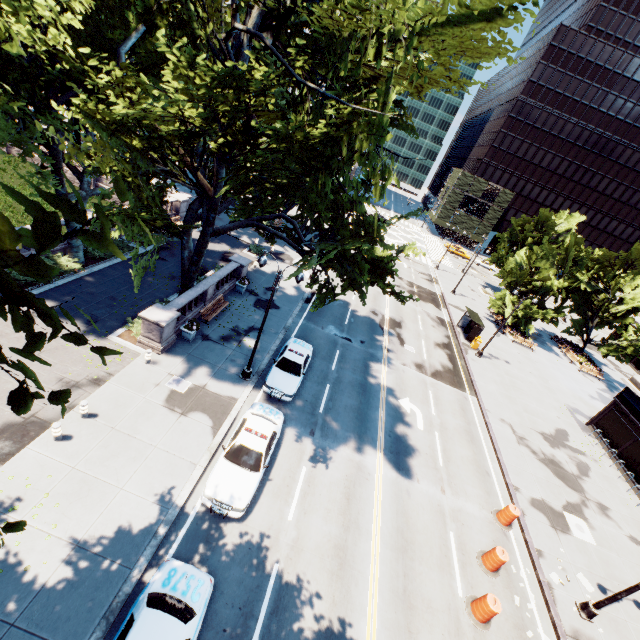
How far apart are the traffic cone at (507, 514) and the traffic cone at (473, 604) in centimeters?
414cm

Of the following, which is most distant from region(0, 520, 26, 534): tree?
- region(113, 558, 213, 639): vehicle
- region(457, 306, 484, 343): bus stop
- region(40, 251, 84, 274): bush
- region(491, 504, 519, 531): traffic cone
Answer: region(491, 504, 519, 531): traffic cone

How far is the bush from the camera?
19.7 meters

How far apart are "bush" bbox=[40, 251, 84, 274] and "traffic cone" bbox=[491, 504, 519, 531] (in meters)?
27.63

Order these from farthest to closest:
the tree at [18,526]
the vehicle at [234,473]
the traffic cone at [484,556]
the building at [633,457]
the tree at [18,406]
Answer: the building at [633,457] < the traffic cone at [484,556] < the vehicle at [234,473] < the tree at [18,526] < the tree at [18,406]

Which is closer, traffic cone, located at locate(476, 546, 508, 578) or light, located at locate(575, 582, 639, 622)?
light, located at locate(575, 582, 639, 622)

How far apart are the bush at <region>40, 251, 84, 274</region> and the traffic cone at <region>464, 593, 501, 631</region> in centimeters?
2589cm

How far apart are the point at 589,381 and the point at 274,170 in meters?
43.0 m
